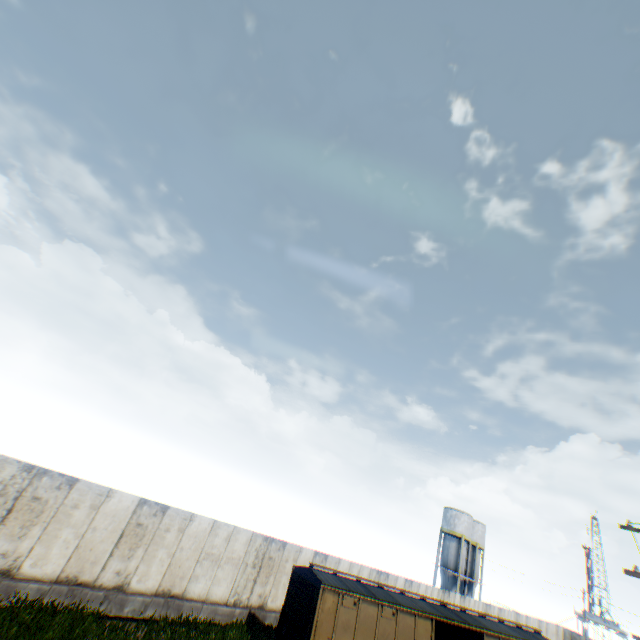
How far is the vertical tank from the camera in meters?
44.1 m

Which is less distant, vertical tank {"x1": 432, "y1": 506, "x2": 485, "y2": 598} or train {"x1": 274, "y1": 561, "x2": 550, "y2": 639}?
train {"x1": 274, "y1": 561, "x2": 550, "y2": 639}

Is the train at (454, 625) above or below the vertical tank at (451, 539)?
below

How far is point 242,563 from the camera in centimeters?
1539cm

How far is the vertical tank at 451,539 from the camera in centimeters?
4409cm

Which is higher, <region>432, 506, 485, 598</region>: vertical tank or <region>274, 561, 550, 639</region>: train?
<region>432, 506, 485, 598</region>: vertical tank
